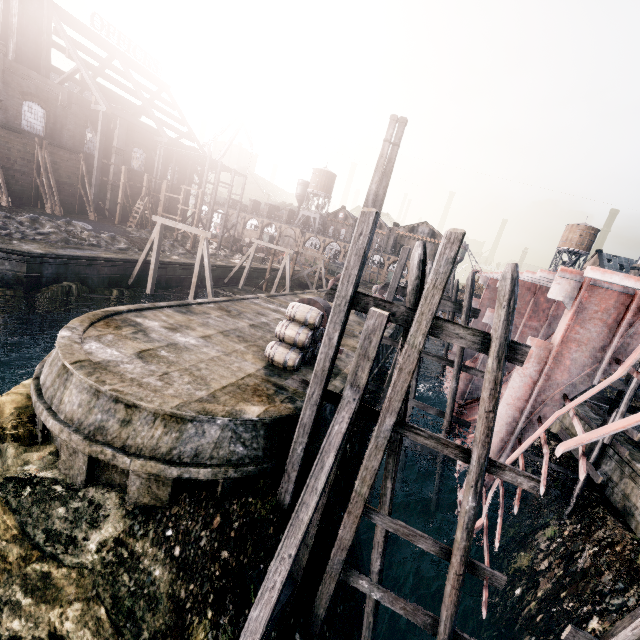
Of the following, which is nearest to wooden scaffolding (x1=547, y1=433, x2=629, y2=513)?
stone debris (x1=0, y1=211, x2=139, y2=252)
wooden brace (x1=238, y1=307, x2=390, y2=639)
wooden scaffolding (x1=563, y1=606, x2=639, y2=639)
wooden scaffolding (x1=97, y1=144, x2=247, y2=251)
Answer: wooden scaffolding (x1=563, y1=606, x2=639, y2=639)

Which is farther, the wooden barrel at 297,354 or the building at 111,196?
the building at 111,196

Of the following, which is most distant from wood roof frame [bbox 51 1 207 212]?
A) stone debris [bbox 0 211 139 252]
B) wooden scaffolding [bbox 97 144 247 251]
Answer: stone debris [bbox 0 211 139 252]

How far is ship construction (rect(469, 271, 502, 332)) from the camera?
19.8m

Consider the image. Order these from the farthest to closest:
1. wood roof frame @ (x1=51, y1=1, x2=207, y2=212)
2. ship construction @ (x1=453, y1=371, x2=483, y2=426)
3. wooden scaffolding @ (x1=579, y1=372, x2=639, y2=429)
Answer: wood roof frame @ (x1=51, y1=1, x2=207, y2=212) < ship construction @ (x1=453, y1=371, x2=483, y2=426) < wooden scaffolding @ (x1=579, y1=372, x2=639, y2=429)

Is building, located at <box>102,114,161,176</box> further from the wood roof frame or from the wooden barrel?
the wooden barrel

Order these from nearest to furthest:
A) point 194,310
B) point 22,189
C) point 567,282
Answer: point 567,282
point 194,310
point 22,189

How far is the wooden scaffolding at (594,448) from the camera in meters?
13.1 m
